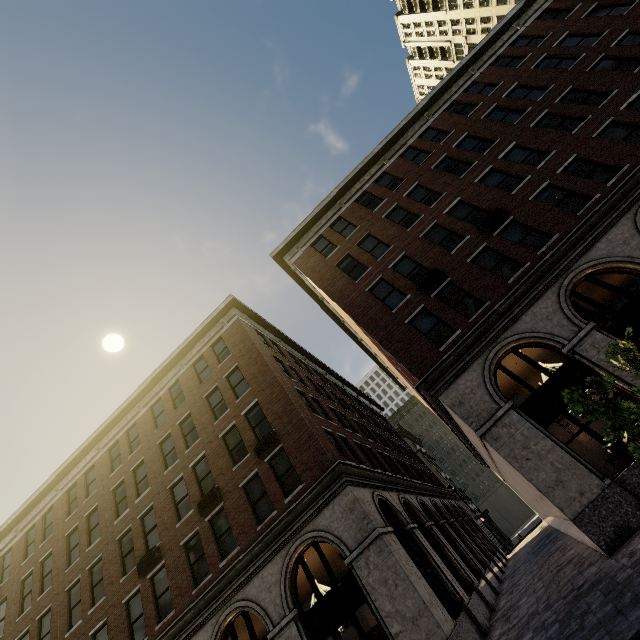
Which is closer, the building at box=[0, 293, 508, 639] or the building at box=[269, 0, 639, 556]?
the building at box=[269, 0, 639, 556]

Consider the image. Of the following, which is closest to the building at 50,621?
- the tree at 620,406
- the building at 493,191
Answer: the building at 493,191

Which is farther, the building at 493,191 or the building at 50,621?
the building at 50,621

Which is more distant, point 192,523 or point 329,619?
point 192,523

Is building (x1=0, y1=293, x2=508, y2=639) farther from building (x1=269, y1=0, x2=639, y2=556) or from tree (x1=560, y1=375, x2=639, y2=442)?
tree (x1=560, y1=375, x2=639, y2=442)

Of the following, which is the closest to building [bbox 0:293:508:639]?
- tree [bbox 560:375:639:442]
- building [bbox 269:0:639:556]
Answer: building [bbox 269:0:639:556]

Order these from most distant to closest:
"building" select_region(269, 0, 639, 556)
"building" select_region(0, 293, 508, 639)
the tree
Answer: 1. "building" select_region(0, 293, 508, 639)
2. "building" select_region(269, 0, 639, 556)
3. the tree
